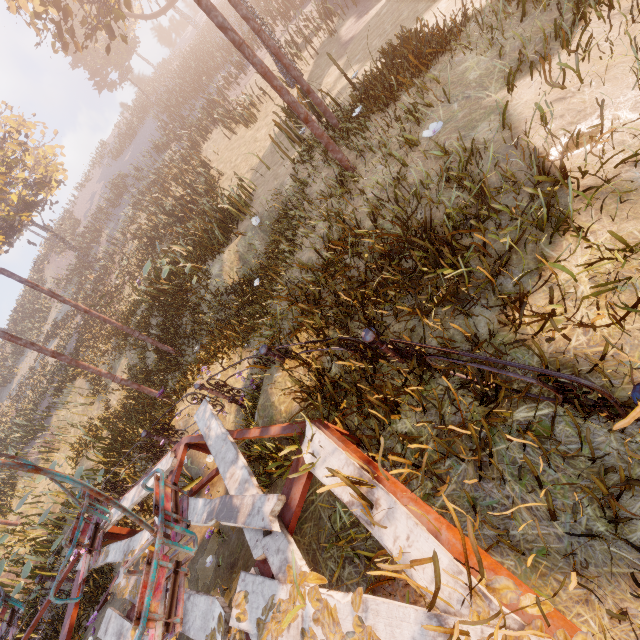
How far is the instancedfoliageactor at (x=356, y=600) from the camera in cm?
187

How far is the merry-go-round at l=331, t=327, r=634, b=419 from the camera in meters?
1.8 m

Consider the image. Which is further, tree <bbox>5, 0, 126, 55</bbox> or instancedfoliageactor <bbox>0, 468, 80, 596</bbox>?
tree <bbox>5, 0, 126, 55</bbox>

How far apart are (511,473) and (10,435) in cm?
3189

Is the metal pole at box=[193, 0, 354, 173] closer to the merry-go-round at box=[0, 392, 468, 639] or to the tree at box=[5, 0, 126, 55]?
the merry-go-round at box=[0, 392, 468, 639]

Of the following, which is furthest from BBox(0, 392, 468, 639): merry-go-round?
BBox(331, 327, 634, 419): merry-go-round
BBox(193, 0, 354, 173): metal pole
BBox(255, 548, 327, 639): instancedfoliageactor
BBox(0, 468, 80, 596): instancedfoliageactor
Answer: BBox(0, 468, 80, 596): instancedfoliageactor

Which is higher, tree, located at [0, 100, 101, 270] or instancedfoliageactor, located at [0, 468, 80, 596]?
tree, located at [0, 100, 101, 270]

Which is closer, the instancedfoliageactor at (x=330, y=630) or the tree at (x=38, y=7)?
the instancedfoliageactor at (x=330, y=630)
